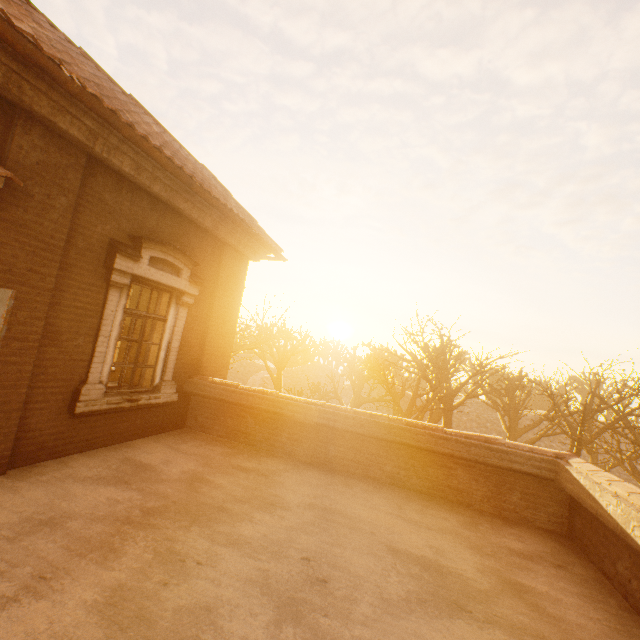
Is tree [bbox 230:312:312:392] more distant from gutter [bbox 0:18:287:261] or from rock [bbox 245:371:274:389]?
rock [bbox 245:371:274:389]

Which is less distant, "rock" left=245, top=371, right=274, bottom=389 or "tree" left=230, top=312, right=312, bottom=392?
"tree" left=230, top=312, right=312, bottom=392

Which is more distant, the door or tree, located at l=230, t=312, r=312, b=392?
tree, located at l=230, t=312, r=312, b=392

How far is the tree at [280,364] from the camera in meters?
Result: 15.8 m

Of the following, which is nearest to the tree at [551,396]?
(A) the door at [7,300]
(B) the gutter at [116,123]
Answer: (B) the gutter at [116,123]

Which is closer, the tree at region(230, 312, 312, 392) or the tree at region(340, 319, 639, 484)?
the tree at region(340, 319, 639, 484)

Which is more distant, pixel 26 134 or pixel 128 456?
pixel 128 456
